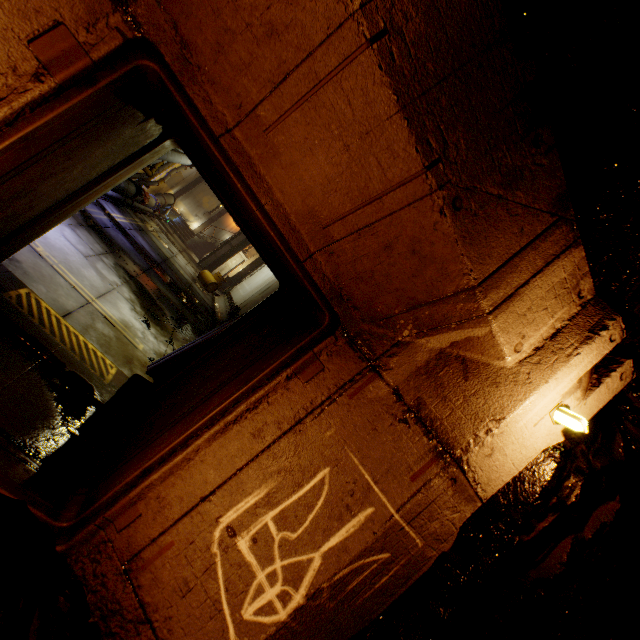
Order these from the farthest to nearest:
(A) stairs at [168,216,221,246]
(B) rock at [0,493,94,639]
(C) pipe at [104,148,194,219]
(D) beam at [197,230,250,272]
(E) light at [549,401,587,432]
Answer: (A) stairs at [168,216,221,246] < (D) beam at [197,230,250,272] < (C) pipe at [104,148,194,219] < (E) light at [549,401,587,432] < (B) rock at [0,493,94,639]

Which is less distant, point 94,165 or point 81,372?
point 94,165

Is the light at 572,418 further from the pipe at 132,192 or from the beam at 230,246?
the beam at 230,246

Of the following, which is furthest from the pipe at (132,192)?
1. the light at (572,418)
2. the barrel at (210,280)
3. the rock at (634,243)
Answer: the barrel at (210,280)

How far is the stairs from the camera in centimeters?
2705cm

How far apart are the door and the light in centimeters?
352cm

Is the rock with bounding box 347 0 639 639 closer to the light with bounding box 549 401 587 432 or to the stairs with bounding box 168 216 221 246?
the light with bounding box 549 401 587 432

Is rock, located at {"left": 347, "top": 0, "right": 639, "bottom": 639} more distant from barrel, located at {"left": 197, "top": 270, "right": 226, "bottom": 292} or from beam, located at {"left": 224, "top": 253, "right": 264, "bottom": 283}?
beam, located at {"left": 224, "top": 253, "right": 264, "bottom": 283}
